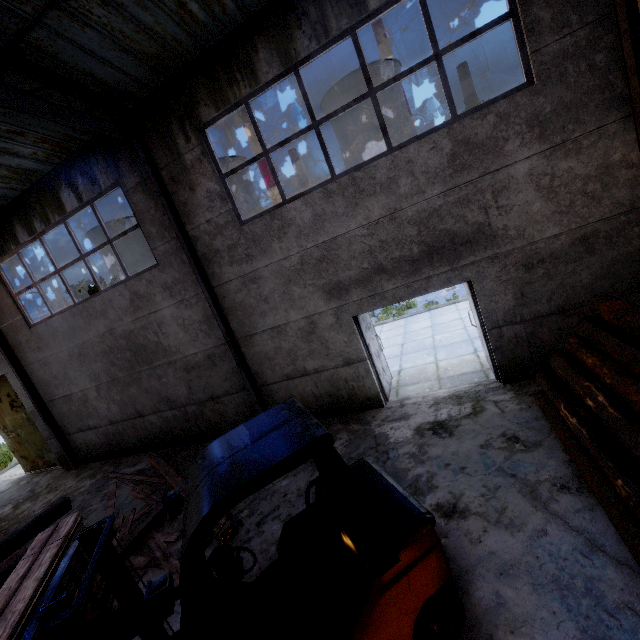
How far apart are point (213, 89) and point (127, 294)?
5.22m

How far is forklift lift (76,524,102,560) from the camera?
2.63m

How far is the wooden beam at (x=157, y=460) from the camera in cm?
686

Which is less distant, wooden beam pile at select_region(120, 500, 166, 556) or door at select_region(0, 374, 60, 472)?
wooden beam pile at select_region(120, 500, 166, 556)

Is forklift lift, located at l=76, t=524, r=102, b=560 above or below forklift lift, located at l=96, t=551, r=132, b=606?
above

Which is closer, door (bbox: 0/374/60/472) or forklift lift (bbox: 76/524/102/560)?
forklift lift (bbox: 76/524/102/560)

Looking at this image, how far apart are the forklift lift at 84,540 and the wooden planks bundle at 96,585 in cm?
39

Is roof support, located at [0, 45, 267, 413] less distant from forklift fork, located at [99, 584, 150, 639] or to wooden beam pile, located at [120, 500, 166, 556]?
wooden beam pile, located at [120, 500, 166, 556]
